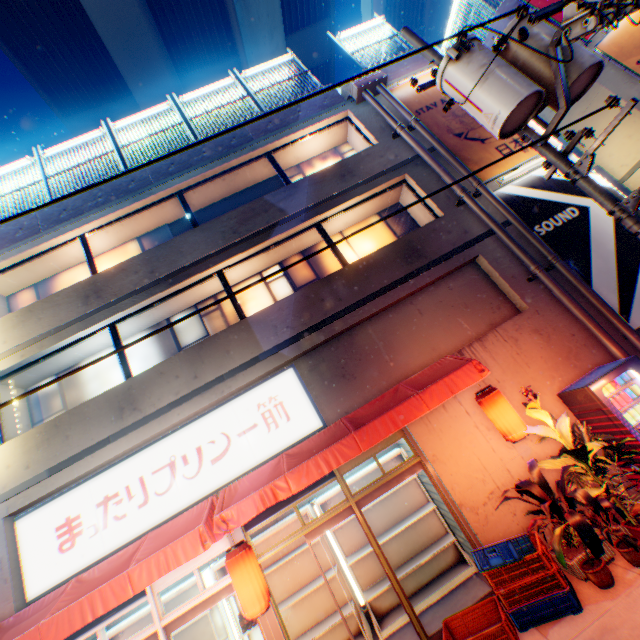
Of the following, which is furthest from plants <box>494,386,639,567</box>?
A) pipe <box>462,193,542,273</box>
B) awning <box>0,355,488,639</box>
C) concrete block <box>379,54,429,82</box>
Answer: concrete block <box>379,54,429,82</box>

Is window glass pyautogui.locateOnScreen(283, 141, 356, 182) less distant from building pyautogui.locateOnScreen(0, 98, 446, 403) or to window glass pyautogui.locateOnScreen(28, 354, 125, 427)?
building pyautogui.locateOnScreen(0, 98, 446, 403)

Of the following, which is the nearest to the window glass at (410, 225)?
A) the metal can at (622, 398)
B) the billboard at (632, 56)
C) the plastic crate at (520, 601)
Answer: the metal can at (622, 398)

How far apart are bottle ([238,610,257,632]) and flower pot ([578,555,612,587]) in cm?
578

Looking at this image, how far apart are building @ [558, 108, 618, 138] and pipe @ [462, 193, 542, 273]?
6.0 meters

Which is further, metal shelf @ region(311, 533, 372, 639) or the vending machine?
metal shelf @ region(311, 533, 372, 639)

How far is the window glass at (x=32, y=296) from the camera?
8.9 meters

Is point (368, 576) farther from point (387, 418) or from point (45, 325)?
point (45, 325)
